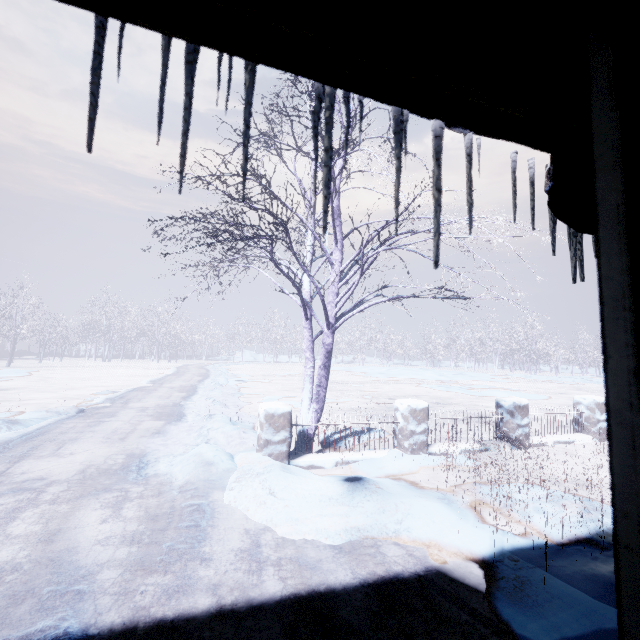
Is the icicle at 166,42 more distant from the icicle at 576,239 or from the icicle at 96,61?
the icicle at 576,239

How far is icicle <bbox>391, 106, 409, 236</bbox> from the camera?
0.67m

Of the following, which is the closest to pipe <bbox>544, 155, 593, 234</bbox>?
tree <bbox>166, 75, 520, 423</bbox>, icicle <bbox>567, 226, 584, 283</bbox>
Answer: icicle <bbox>567, 226, 584, 283</bbox>

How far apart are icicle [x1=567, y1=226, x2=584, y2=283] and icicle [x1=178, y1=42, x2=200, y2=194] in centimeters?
94cm

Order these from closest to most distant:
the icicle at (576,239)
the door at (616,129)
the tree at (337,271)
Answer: the door at (616,129) < the icicle at (576,239) < the tree at (337,271)

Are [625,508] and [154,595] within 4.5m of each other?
yes

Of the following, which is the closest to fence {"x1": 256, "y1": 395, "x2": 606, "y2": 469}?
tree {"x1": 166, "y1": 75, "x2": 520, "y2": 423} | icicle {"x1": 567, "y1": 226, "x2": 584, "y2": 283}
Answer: tree {"x1": 166, "y1": 75, "x2": 520, "y2": 423}

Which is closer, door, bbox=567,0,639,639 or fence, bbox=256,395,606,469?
door, bbox=567,0,639,639
